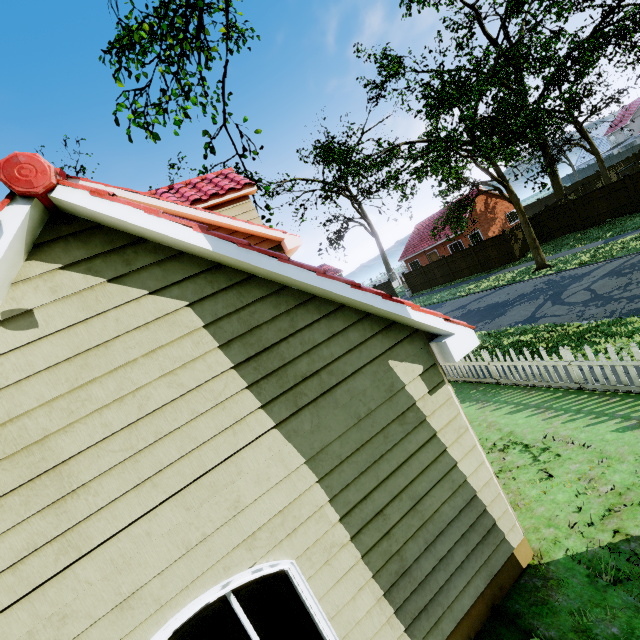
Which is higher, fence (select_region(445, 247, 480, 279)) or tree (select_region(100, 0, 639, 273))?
tree (select_region(100, 0, 639, 273))

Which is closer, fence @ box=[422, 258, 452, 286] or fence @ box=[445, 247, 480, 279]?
fence @ box=[445, 247, 480, 279]

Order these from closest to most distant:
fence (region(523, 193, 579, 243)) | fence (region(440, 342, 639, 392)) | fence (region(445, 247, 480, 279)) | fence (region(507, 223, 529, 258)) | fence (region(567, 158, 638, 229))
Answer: fence (region(440, 342, 639, 392)) < fence (region(567, 158, 638, 229)) < fence (region(523, 193, 579, 243)) < fence (region(507, 223, 529, 258)) < fence (region(445, 247, 480, 279))

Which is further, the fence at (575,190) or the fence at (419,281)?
the fence at (419,281)

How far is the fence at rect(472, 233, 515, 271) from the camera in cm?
2416

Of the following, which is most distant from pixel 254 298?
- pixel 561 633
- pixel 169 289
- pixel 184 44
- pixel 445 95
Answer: pixel 445 95

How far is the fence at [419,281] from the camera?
32.66m
